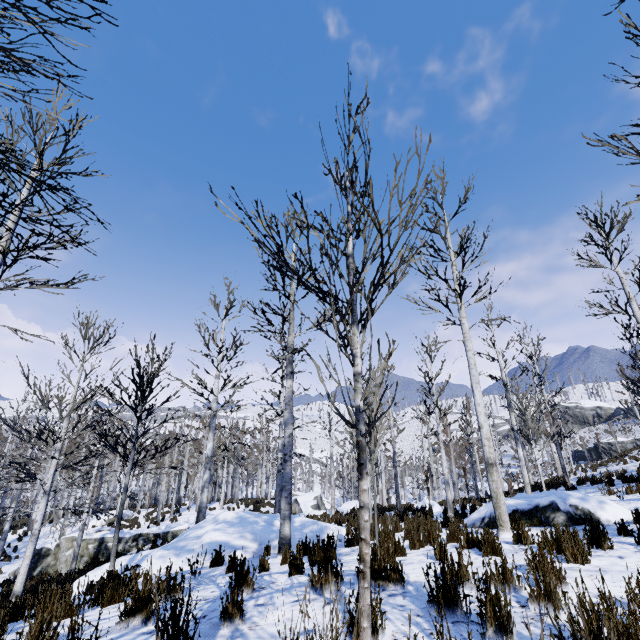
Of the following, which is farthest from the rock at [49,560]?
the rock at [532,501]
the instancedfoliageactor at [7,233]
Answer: the rock at [532,501]

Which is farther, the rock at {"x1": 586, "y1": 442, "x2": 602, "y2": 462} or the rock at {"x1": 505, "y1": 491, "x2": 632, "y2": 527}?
the rock at {"x1": 586, "y1": 442, "x2": 602, "y2": 462}

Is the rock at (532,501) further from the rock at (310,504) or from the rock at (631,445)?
the rock at (631,445)

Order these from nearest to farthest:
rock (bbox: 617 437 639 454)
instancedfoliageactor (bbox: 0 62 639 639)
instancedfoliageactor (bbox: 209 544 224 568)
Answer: instancedfoliageactor (bbox: 0 62 639 639) → instancedfoliageactor (bbox: 209 544 224 568) → rock (bbox: 617 437 639 454)

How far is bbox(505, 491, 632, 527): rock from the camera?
Result: 7.37m

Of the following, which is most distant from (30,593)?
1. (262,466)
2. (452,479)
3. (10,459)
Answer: (262,466)

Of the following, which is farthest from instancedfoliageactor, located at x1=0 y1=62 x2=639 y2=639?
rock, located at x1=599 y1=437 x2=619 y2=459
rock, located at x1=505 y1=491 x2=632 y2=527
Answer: rock, located at x1=599 y1=437 x2=619 y2=459

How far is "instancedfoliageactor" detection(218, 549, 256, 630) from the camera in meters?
2.8 m
